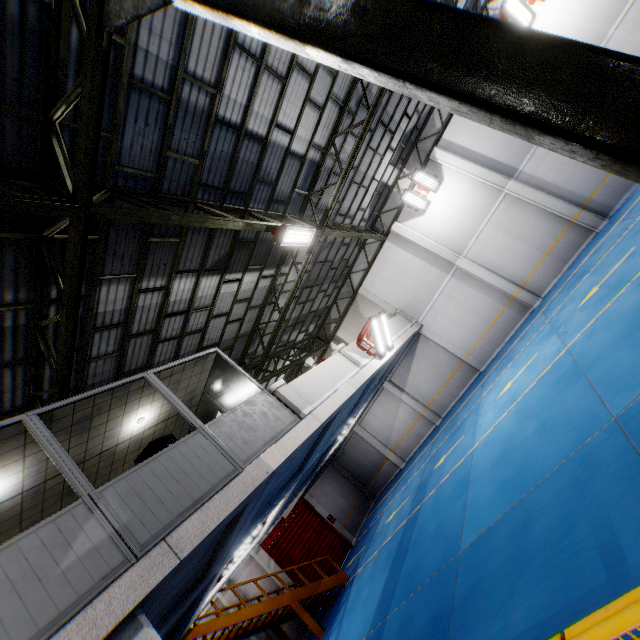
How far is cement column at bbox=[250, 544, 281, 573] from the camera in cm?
1551

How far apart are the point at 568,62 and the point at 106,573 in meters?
6.5

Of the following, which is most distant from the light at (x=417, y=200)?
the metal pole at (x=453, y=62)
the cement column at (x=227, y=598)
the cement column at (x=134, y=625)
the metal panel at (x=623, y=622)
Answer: the cement column at (x=227, y=598)

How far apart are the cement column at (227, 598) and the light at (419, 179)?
20.1m

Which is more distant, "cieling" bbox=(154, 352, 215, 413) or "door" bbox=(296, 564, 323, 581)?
"door" bbox=(296, 564, 323, 581)

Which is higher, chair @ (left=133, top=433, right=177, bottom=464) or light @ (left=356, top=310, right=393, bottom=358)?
chair @ (left=133, top=433, right=177, bottom=464)

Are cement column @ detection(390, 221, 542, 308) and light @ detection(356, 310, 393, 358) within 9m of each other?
yes

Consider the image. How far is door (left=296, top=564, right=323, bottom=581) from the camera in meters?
16.1 m
